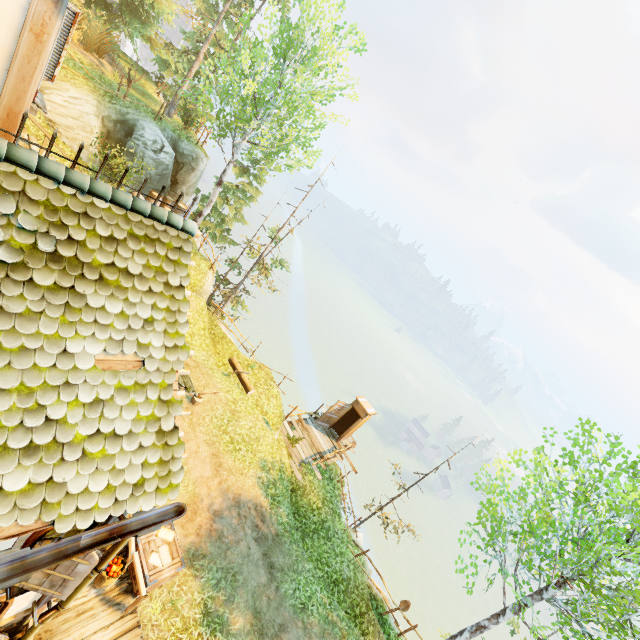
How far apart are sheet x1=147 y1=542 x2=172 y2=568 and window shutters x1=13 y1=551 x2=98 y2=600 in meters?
3.8

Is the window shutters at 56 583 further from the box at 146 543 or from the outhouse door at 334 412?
the outhouse door at 334 412

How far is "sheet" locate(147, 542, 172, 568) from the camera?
7.7 meters

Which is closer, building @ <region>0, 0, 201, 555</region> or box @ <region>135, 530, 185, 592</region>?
building @ <region>0, 0, 201, 555</region>

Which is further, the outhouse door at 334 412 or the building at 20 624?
the outhouse door at 334 412

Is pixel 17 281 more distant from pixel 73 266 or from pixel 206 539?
pixel 206 539

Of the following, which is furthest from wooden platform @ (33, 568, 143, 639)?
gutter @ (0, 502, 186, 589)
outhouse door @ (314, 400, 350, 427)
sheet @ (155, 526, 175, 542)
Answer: outhouse door @ (314, 400, 350, 427)

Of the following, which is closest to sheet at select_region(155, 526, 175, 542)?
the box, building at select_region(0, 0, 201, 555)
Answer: the box
